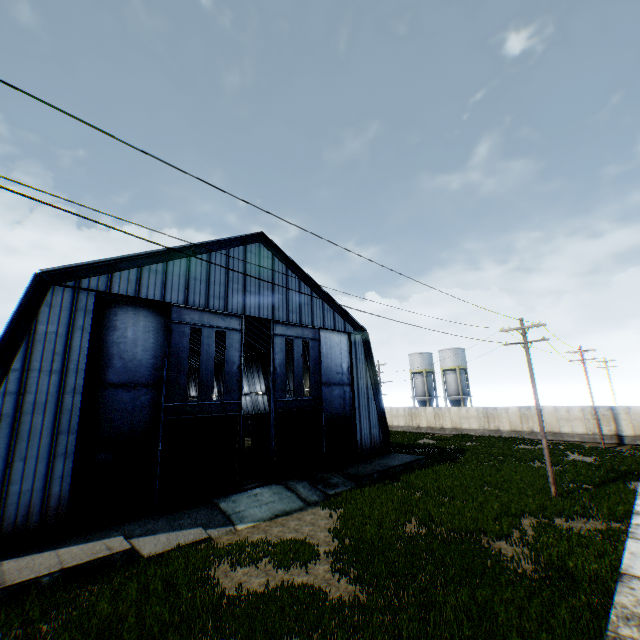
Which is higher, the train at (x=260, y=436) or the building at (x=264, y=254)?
the building at (x=264, y=254)

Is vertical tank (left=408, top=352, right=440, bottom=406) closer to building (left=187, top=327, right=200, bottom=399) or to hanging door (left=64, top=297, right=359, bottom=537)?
building (left=187, top=327, right=200, bottom=399)

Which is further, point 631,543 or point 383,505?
point 383,505

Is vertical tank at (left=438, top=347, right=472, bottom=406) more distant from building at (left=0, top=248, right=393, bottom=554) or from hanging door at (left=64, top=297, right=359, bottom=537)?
hanging door at (left=64, top=297, right=359, bottom=537)

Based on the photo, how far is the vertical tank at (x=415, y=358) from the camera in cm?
5456

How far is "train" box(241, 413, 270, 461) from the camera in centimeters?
2798cm

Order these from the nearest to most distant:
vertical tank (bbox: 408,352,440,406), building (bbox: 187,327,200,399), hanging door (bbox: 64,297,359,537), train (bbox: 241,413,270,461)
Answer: hanging door (bbox: 64,297,359,537) → train (bbox: 241,413,270,461) → building (bbox: 187,327,200,399) → vertical tank (bbox: 408,352,440,406)

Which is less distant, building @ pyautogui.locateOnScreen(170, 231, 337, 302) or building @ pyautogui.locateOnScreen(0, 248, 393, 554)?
building @ pyautogui.locateOnScreen(0, 248, 393, 554)
